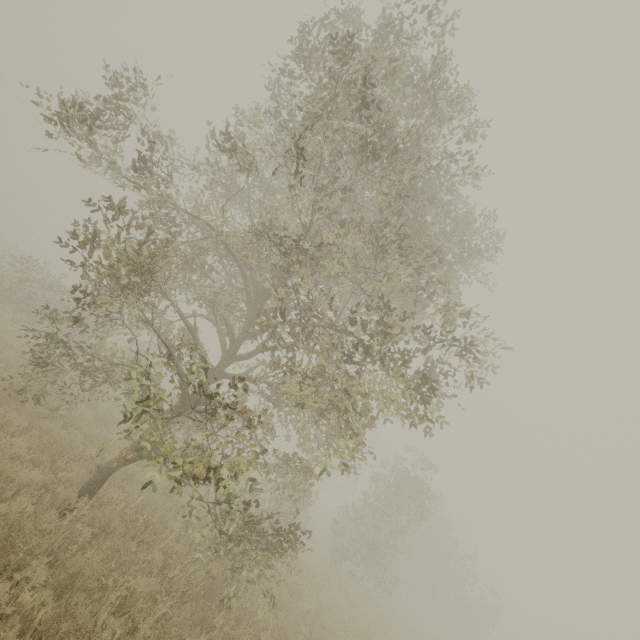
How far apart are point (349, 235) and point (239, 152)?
3.0m

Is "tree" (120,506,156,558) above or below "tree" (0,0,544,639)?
below

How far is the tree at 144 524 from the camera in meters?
5.8

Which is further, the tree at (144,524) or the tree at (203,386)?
the tree at (144,524)

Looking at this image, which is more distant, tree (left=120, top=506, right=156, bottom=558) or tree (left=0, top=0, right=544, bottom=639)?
tree (left=120, top=506, right=156, bottom=558)

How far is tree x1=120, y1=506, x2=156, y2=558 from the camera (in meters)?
5.81
